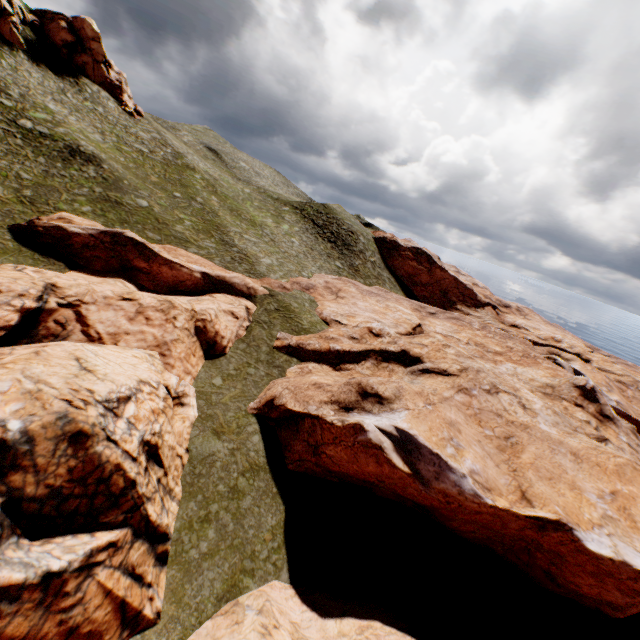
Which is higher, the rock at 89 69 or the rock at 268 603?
the rock at 89 69

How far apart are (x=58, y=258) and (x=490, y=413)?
34.32m

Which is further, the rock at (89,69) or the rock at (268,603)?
the rock at (89,69)

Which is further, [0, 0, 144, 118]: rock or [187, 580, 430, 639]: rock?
[0, 0, 144, 118]: rock

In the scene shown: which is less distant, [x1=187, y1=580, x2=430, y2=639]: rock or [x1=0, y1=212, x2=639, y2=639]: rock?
[x1=0, y1=212, x2=639, y2=639]: rock

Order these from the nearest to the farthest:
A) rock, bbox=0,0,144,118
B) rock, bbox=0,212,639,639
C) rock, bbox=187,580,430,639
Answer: rock, bbox=0,212,639,639 < rock, bbox=187,580,430,639 < rock, bbox=0,0,144,118

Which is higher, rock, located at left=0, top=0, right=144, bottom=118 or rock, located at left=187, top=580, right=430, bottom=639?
rock, located at left=0, top=0, right=144, bottom=118
